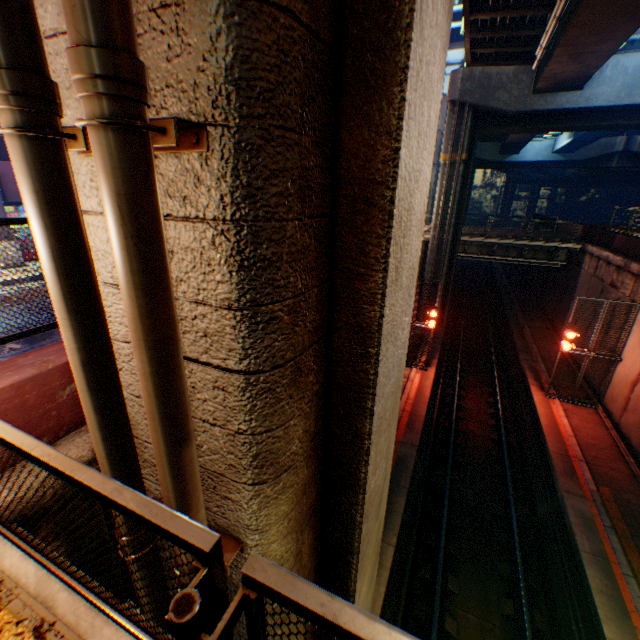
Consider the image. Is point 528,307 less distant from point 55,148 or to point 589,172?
point 55,148

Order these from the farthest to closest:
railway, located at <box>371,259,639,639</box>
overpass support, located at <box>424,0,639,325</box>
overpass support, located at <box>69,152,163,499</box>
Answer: overpass support, located at <box>424,0,639,325</box> → railway, located at <box>371,259,639,639</box> → overpass support, located at <box>69,152,163,499</box>

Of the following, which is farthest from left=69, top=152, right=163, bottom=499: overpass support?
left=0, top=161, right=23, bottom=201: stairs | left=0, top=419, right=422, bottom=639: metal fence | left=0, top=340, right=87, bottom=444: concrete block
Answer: left=0, top=161, right=23, bottom=201: stairs

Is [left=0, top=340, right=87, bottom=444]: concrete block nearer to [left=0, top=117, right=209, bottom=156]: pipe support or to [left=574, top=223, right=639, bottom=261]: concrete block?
[left=0, top=117, right=209, bottom=156]: pipe support

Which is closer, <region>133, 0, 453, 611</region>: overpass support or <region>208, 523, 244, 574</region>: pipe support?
<region>133, 0, 453, 611</region>: overpass support

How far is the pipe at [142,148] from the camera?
1.15m

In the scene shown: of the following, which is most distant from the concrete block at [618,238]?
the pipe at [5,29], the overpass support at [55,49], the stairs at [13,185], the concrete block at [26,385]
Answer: the stairs at [13,185]

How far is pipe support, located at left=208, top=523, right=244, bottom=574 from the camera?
2.1 meters
